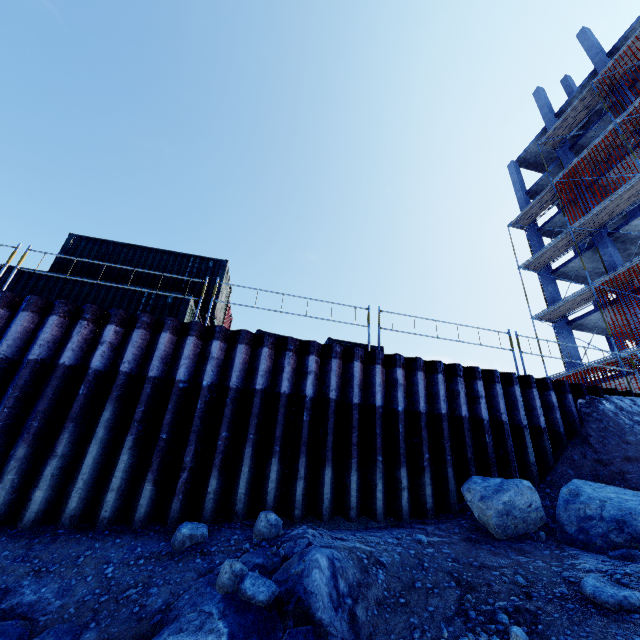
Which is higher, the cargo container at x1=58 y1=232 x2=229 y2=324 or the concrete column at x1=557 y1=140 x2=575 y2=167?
the concrete column at x1=557 y1=140 x2=575 y2=167

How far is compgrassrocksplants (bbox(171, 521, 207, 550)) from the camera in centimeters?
451cm

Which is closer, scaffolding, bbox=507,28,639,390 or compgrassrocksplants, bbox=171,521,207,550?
compgrassrocksplants, bbox=171,521,207,550

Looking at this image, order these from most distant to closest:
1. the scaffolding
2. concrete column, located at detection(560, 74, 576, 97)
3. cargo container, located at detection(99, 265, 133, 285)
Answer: concrete column, located at detection(560, 74, 576, 97), the scaffolding, cargo container, located at detection(99, 265, 133, 285)

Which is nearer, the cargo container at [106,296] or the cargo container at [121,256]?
the cargo container at [106,296]

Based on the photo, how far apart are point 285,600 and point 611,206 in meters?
23.3 m

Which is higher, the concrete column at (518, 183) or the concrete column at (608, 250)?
the concrete column at (518, 183)

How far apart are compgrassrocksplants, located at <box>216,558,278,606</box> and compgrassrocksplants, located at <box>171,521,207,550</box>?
1.1m
